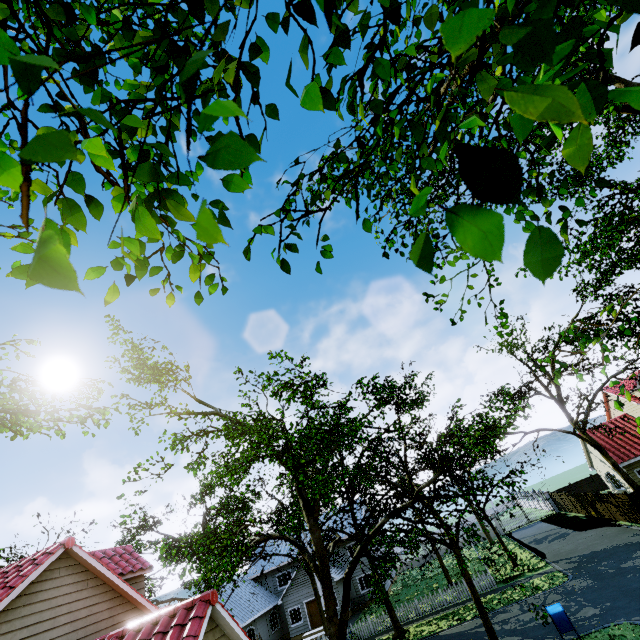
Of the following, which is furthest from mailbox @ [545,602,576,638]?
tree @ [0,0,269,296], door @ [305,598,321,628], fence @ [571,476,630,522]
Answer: door @ [305,598,321,628]

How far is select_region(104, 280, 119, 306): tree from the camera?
1.6m

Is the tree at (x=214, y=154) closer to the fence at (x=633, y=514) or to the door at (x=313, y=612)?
the fence at (x=633, y=514)

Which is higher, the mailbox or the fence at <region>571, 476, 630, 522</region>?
the fence at <region>571, 476, 630, 522</region>

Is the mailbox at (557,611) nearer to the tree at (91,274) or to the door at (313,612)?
the tree at (91,274)

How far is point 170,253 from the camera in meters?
2.2 m

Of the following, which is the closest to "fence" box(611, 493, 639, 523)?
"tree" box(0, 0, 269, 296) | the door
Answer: "tree" box(0, 0, 269, 296)
